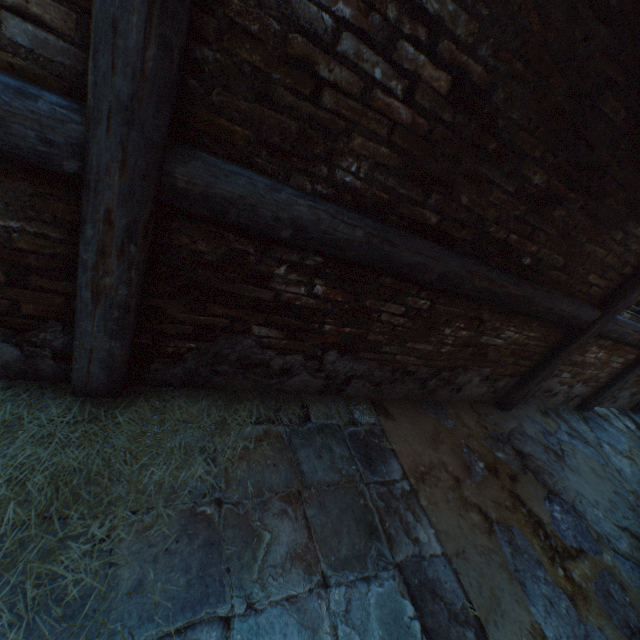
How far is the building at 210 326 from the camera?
1.6 meters

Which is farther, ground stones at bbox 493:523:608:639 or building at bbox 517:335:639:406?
building at bbox 517:335:639:406

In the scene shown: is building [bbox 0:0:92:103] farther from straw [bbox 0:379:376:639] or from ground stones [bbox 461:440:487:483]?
ground stones [bbox 461:440:487:483]

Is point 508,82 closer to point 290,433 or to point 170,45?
point 170,45

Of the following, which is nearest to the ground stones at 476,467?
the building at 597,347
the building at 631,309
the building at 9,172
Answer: the building at 597,347

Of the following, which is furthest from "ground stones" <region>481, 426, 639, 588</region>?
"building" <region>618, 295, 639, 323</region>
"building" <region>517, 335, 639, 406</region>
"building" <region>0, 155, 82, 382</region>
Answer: "building" <region>0, 155, 82, 382</region>

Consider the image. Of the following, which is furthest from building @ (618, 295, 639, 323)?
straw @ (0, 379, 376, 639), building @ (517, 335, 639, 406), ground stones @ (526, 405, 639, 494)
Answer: straw @ (0, 379, 376, 639)

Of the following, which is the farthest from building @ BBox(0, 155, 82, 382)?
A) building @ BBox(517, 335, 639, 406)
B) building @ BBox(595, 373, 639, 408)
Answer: building @ BBox(517, 335, 639, 406)
